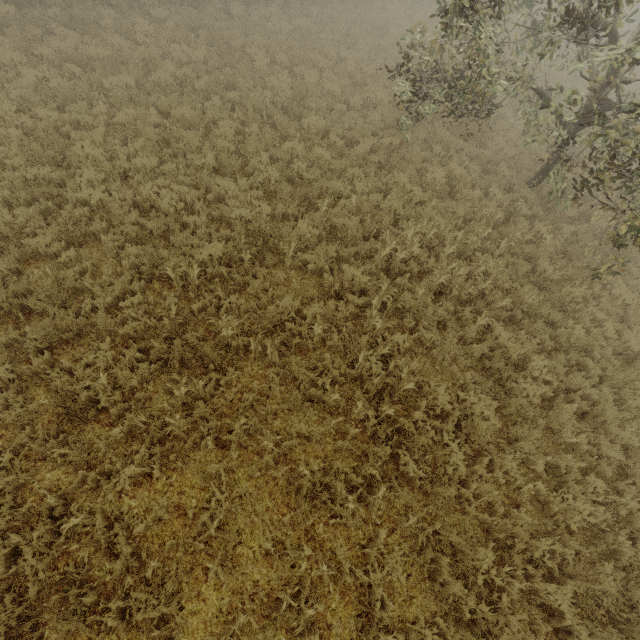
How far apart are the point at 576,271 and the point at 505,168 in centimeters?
435cm
